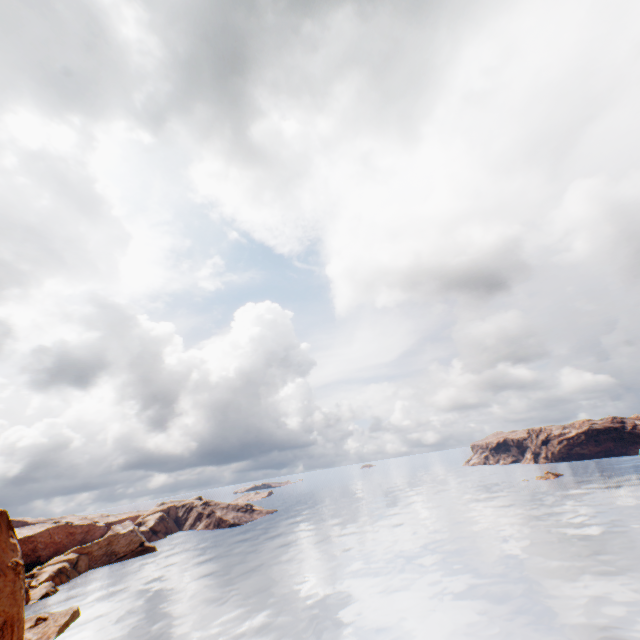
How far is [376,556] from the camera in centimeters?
5922cm
